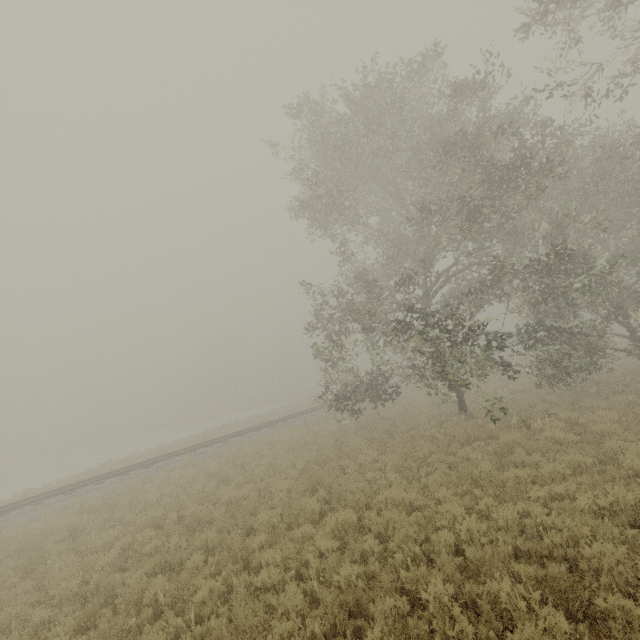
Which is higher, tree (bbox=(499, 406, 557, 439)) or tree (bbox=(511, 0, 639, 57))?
tree (bbox=(511, 0, 639, 57))

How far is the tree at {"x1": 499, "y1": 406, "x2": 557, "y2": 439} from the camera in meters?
10.0

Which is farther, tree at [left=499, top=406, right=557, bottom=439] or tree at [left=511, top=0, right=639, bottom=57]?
tree at [left=499, top=406, right=557, bottom=439]

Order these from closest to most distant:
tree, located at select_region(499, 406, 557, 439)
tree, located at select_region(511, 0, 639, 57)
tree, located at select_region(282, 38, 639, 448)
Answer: tree, located at select_region(511, 0, 639, 57) → tree, located at select_region(499, 406, 557, 439) → tree, located at select_region(282, 38, 639, 448)

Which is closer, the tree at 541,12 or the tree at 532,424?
the tree at 541,12

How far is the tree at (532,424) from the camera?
Answer: 10.0m

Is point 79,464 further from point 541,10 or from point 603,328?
point 541,10
